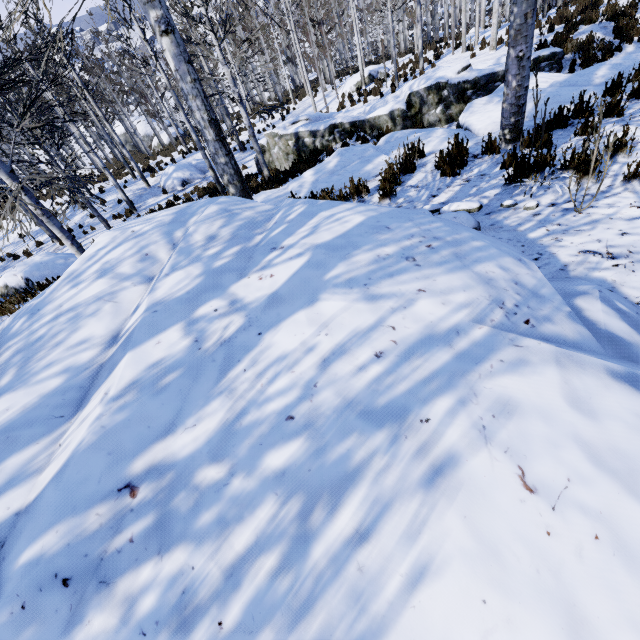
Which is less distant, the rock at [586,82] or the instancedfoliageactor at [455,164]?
the instancedfoliageactor at [455,164]

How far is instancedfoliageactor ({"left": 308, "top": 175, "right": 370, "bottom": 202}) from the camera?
5.0 meters

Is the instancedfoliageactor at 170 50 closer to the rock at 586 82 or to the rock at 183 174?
the rock at 586 82

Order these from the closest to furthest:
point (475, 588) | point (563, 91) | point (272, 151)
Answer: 1. point (475, 588)
2. point (563, 91)
3. point (272, 151)

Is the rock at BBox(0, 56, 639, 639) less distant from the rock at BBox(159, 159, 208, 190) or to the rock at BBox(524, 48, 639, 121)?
the rock at BBox(524, 48, 639, 121)

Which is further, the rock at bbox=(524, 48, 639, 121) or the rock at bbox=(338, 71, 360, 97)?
the rock at bbox=(338, 71, 360, 97)

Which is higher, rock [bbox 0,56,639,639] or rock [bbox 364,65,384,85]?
rock [bbox 0,56,639,639]

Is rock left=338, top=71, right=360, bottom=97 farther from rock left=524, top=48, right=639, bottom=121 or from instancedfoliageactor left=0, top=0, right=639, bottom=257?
rock left=524, top=48, right=639, bottom=121
